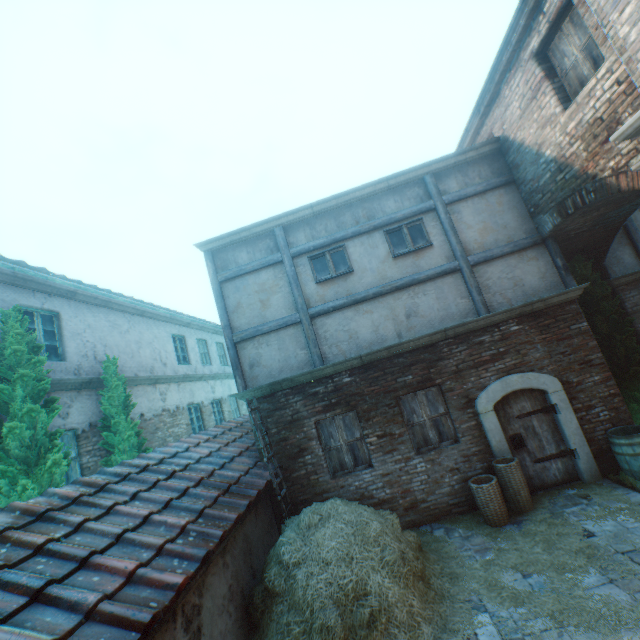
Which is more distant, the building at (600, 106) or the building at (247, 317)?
the building at (247, 317)

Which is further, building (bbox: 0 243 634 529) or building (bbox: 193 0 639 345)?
building (bbox: 0 243 634 529)

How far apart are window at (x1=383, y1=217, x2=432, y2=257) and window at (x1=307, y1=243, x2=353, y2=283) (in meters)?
0.96

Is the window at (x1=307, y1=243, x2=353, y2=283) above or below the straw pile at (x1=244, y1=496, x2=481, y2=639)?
above

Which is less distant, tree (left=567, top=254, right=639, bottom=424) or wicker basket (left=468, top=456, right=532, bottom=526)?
wicker basket (left=468, top=456, right=532, bottom=526)

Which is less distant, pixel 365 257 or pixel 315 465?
pixel 315 465

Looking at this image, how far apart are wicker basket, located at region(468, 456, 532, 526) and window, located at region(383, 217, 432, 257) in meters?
5.1

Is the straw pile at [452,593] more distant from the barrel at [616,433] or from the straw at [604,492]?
the barrel at [616,433]
